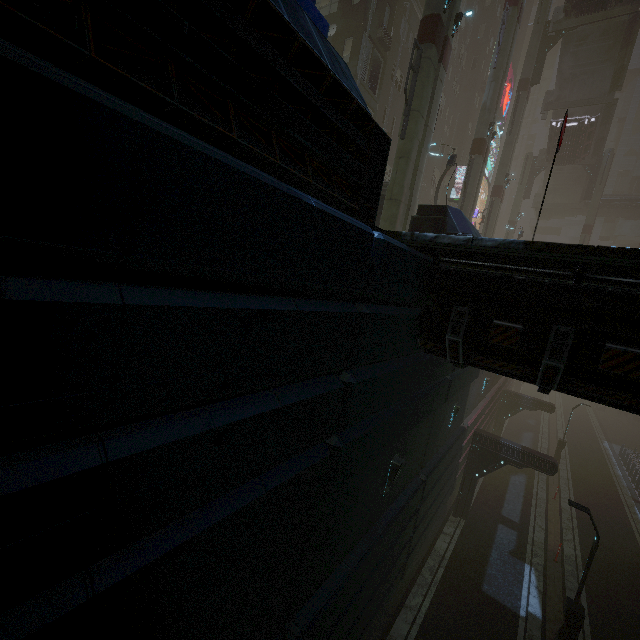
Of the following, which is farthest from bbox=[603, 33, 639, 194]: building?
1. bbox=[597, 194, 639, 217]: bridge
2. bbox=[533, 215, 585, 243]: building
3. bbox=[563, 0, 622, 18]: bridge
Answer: bbox=[563, 0, 622, 18]: bridge

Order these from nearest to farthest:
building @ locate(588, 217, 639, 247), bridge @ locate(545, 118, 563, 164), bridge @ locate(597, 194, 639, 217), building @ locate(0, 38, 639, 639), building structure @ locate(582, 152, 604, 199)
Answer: building @ locate(0, 38, 639, 639), bridge @ locate(545, 118, 563, 164), building structure @ locate(582, 152, 604, 199), bridge @ locate(597, 194, 639, 217), building @ locate(588, 217, 639, 247)

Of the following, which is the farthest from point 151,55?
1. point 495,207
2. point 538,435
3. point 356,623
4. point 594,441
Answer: point 594,441

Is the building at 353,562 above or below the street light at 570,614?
above

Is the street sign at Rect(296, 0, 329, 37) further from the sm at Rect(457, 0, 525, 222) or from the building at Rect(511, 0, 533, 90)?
the sm at Rect(457, 0, 525, 222)

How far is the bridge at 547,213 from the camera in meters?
42.0

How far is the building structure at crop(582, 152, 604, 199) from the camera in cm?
3519

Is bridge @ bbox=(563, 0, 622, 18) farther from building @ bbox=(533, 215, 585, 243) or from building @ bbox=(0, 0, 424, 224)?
building @ bbox=(533, 215, 585, 243)
